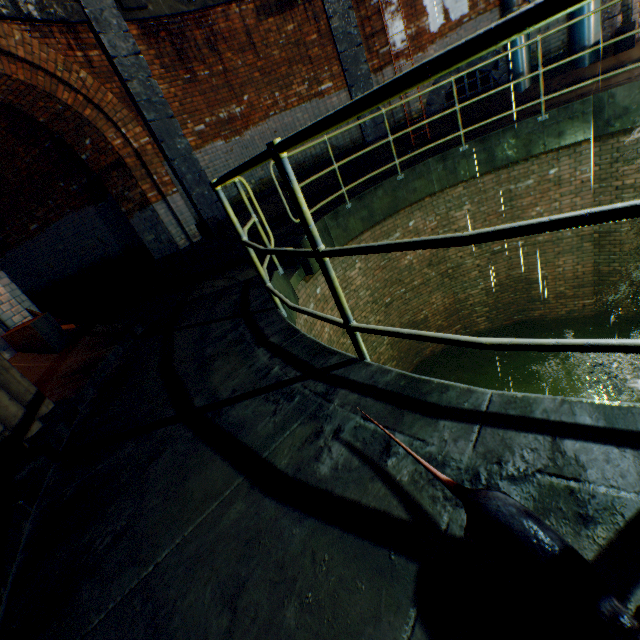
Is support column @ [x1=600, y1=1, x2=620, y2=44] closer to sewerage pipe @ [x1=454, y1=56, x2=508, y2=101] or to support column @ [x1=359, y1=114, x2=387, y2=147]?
support column @ [x1=359, y1=114, x2=387, y2=147]

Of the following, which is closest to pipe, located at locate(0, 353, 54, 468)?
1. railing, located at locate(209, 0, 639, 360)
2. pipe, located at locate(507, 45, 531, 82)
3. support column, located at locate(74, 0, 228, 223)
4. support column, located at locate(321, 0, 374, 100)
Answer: railing, located at locate(209, 0, 639, 360)

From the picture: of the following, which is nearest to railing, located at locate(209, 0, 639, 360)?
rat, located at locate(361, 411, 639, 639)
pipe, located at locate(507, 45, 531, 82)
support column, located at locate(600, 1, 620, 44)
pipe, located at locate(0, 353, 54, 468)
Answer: rat, located at locate(361, 411, 639, 639)

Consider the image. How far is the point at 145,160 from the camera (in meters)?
6.75

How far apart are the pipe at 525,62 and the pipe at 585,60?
0.8 meters

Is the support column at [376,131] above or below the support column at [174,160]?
below

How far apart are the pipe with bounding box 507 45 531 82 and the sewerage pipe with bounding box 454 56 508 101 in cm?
16

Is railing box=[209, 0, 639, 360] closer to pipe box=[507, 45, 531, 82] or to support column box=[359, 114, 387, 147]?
support column box=[359, 114, 387, 147]
